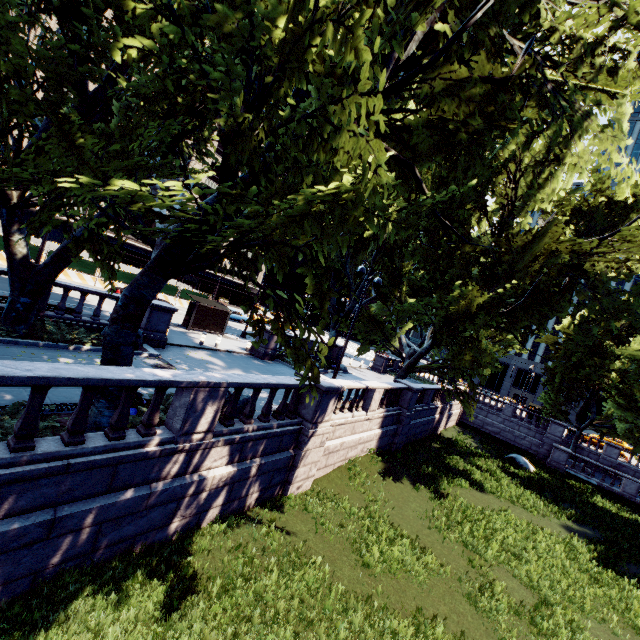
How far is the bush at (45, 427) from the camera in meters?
6.5 m

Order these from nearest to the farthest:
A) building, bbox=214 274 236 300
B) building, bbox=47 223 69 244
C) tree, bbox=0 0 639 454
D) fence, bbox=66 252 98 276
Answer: tree, bbox=0 0 639 454 → fence, bbox=66 252 98 276 → building, bbox=47 223 69 244 → building, bbox=214 274 236 300

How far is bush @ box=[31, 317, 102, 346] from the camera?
12.0 meters

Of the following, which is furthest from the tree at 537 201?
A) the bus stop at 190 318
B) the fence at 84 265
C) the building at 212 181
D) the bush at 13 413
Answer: the fence at 84 265

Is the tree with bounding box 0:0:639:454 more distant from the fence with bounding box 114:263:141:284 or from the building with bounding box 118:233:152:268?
the fence with bounding box 114:263:141:284

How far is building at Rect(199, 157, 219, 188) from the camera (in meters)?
50.40

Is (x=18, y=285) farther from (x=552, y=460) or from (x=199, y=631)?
(x=552, y=460)
